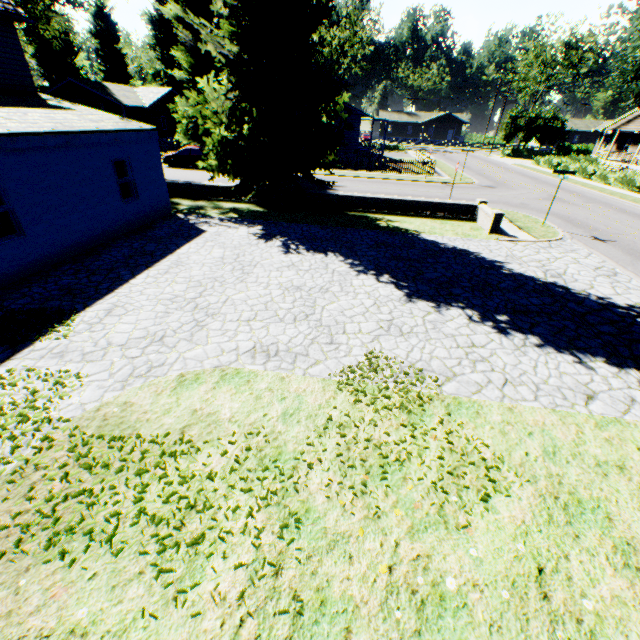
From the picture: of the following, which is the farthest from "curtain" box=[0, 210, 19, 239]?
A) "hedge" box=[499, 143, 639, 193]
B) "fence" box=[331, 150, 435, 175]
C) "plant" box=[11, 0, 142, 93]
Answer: "hedge" box=[499, 143, 639, 193]

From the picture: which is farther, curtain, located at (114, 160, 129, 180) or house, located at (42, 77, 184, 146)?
house, located at (42, 77, 184, 146)

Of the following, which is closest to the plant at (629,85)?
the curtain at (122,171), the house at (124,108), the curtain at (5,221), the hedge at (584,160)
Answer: the house at (124,108)

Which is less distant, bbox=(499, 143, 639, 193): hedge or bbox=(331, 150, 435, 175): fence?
bbox=(499, 143, 639, 193): hedge

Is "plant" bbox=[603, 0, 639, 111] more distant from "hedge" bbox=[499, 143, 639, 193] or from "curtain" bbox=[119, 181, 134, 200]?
"hedge" bbox=[499, 143, 639, 193]

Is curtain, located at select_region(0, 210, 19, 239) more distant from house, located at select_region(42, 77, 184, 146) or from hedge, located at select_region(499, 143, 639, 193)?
hedge, located at select_region(499, 143, 639, 193)

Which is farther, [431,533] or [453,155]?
[453,155]

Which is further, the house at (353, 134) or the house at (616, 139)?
the house at (616, 139)
